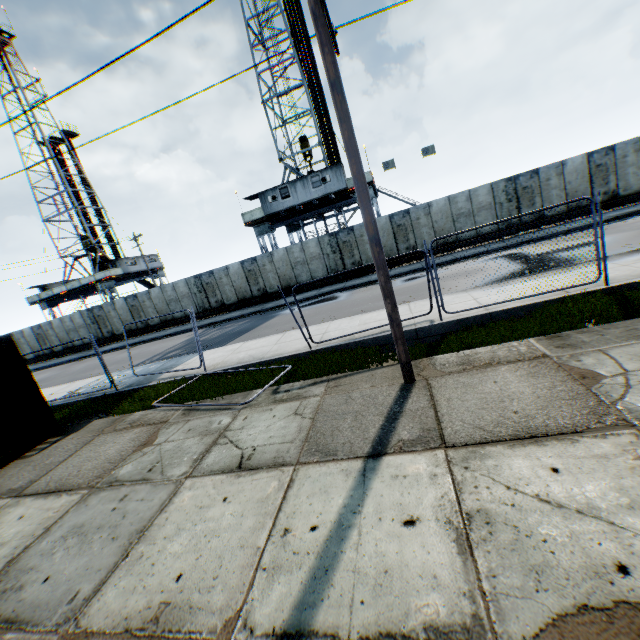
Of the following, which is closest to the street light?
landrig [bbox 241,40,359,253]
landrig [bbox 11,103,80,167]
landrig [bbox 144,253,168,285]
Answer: landrig [bbox 241,40,359,253]

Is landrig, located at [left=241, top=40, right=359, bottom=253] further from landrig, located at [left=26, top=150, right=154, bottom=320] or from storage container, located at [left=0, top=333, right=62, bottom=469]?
landrig, located at [left=26, top=150, right=154, bottom=320]

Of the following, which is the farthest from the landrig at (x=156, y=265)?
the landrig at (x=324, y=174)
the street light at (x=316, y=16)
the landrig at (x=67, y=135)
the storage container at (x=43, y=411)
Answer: the street light at (x=316, y=16)

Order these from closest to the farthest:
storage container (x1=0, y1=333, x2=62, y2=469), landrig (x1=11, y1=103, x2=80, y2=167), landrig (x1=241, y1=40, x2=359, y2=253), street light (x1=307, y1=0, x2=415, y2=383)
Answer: street light (x1=307, y1=0, x2=415, y2=383) < storage container (x1=0, y1=333, x2=62, y2=469) < landrig (x1=241, y1=40, x2=359, y2=253) < landrig (x1=11, y1=103, x2=80, y2=167)

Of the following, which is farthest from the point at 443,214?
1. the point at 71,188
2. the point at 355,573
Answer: the point at 71,188

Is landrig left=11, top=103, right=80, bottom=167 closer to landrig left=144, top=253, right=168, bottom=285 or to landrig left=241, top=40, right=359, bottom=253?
landrig left=144, top=253, right=168, bottom=285

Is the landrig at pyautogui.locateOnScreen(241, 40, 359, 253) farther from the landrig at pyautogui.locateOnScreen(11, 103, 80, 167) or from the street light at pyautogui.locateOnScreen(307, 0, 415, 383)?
the landrig at pyautogui.locateOnScreen(11, 103, 80, 167)

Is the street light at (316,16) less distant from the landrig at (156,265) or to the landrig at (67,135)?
the landrig at (156,265)
